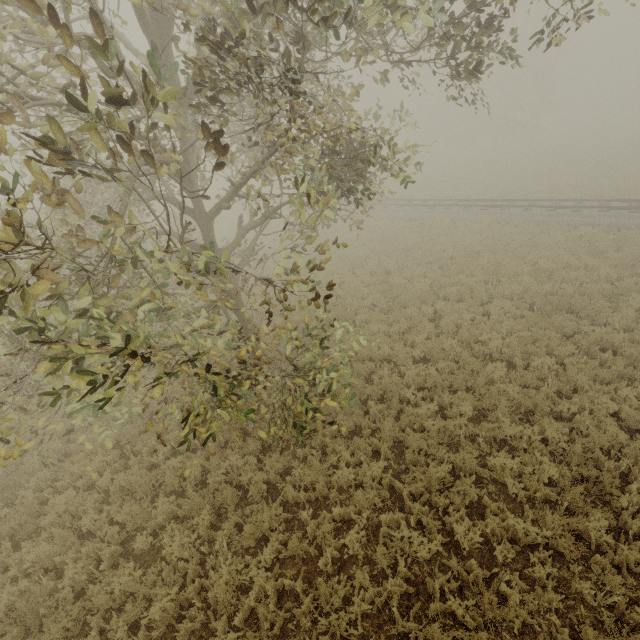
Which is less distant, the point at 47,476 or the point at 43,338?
the point at 43,338
